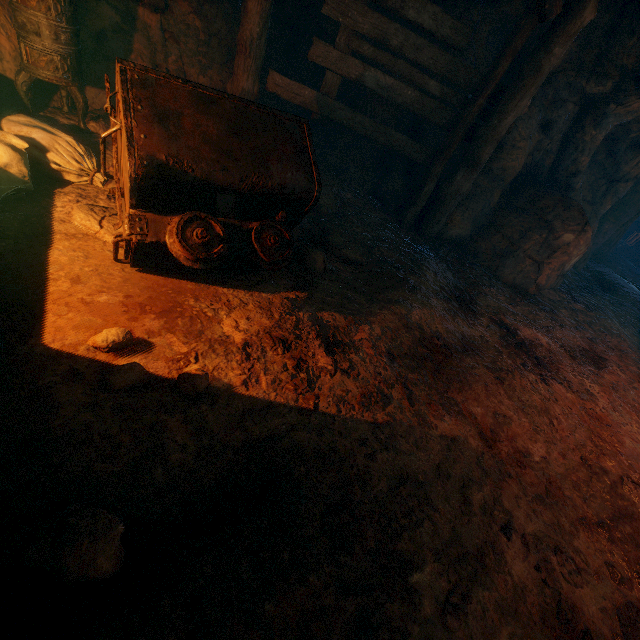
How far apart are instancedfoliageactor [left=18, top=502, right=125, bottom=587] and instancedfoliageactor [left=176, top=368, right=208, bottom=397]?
0.7m

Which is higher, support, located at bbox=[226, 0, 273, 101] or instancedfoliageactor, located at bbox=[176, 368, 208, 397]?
support, located at bbox=[226, 0, 273, 101]

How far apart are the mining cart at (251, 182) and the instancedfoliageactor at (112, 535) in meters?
1.5

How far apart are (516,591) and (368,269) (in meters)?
3.04

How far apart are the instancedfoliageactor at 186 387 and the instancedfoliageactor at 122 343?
0.4m

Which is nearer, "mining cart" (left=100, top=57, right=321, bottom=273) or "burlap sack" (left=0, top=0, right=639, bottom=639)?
"burlap sack" (left=0, top=0, right=639, bottom=639)

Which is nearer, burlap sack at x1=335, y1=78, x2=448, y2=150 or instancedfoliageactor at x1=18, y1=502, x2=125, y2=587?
instancedfoliageactor at x1=18, y1=502, x2=125, y2=587

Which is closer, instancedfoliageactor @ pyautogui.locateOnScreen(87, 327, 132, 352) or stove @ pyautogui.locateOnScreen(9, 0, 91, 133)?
instancedfoliageactor @ pyautogui.locateOnScreen(87, 327, 132, 352)
